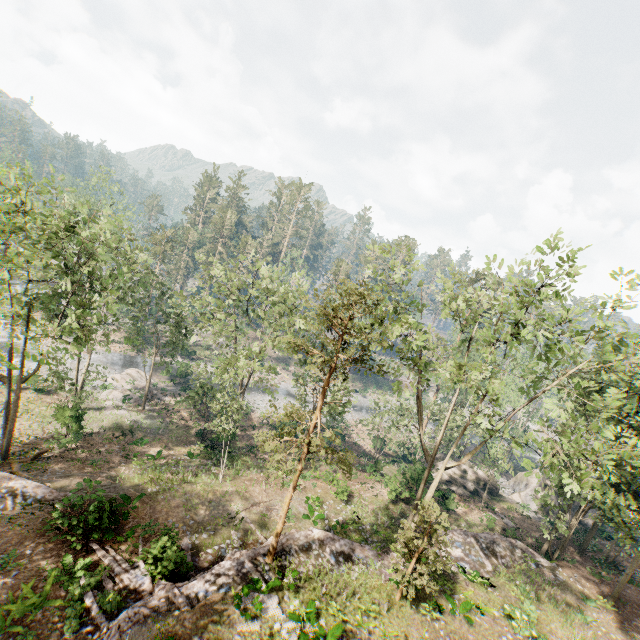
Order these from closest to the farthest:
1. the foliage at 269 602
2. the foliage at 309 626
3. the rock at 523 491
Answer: the foliage at 309 626 → the foliage at 269 602 → the rock at 523 491

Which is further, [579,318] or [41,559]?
[41,559]

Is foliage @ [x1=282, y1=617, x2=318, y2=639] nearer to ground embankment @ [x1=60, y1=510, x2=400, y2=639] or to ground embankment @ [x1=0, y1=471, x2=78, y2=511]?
ground embankment @ [x1=60, y1=510, x2=400, y2=639]

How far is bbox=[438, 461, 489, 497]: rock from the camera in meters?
34.2 m

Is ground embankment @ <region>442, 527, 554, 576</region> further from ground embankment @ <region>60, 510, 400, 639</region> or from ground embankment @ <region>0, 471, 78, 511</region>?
ground embankment @ <region>0, 471, 78, 511</region>

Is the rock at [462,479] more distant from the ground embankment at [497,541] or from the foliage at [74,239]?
the foliage at [74,239]

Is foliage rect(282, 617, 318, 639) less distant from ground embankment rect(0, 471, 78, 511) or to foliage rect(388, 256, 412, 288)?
foliage rect(388, 256, 412, 288)

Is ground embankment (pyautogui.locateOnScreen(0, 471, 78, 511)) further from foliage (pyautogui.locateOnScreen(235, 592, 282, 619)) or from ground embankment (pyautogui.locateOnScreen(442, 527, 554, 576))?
ground embankment (pyautogui.locateOnScreen(442, 527, 554, 576))
